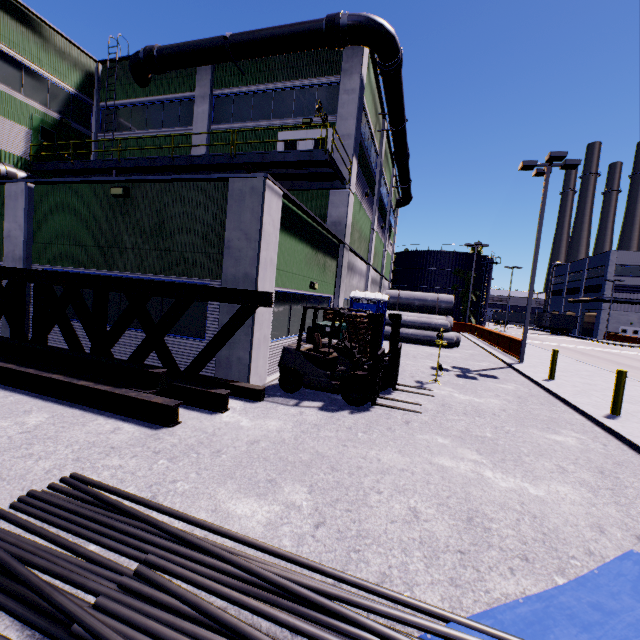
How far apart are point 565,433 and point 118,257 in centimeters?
1200cm

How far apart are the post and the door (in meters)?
25.86

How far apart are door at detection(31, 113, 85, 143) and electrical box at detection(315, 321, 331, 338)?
17.7m

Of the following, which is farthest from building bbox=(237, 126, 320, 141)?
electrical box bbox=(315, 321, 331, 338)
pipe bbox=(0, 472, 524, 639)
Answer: pipe bbox=(0, 472, 524, 639)

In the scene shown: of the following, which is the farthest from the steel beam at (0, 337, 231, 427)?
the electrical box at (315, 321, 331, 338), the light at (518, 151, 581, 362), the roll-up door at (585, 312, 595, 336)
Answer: the roll-up door at (585, 312, 595, 336)

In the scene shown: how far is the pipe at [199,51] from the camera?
13.33m

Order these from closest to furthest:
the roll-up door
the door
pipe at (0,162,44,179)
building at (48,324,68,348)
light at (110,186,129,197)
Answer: light at (110,186,129,197), building at (48,324,68,348), pipe at (0,162,44,179), the door, the roll-up door

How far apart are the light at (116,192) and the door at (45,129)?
12.97m
